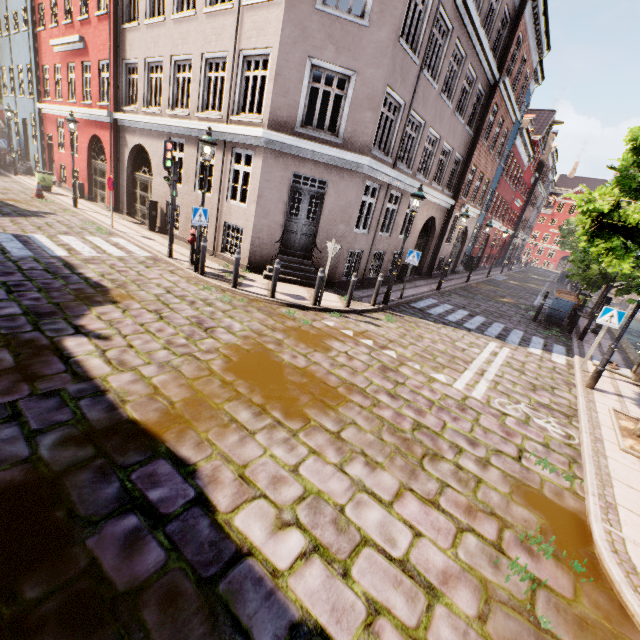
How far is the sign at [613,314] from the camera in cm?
862

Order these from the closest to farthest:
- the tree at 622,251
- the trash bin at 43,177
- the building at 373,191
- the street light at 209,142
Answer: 1. the tree at 622,251
2. the street light at 209,142
3. the building at 373,191
4. the trash bin at 43,177

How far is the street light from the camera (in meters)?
8.56

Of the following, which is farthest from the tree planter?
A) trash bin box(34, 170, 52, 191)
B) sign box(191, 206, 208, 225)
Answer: trash bin box(34, 170, 52, 191)

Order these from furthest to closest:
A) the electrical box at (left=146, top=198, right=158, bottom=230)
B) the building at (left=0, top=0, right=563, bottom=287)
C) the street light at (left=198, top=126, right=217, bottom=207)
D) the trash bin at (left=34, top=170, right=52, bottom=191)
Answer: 1. the trash bin at (left=34, top=170, right=52, bottom=191)
2. the electrical box at (left=146, top=198, right=158, bottom=230)
3. the building at (left=0, top=0, right=563, bottom=287)
4. the street light at (left=198, top=126, right=217, bottom=207)

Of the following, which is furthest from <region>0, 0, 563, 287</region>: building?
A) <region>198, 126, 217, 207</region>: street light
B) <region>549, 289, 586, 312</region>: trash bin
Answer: <region>549, 289, 586, 312</region>: trash bin

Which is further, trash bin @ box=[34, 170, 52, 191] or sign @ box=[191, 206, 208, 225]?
trash bin @ box=[34, 170, 52, 191]

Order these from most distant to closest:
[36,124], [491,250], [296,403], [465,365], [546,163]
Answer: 1. [546,163]
2. [491,250]
3. [36,124]
4. [465,365]
5. [296,403]
